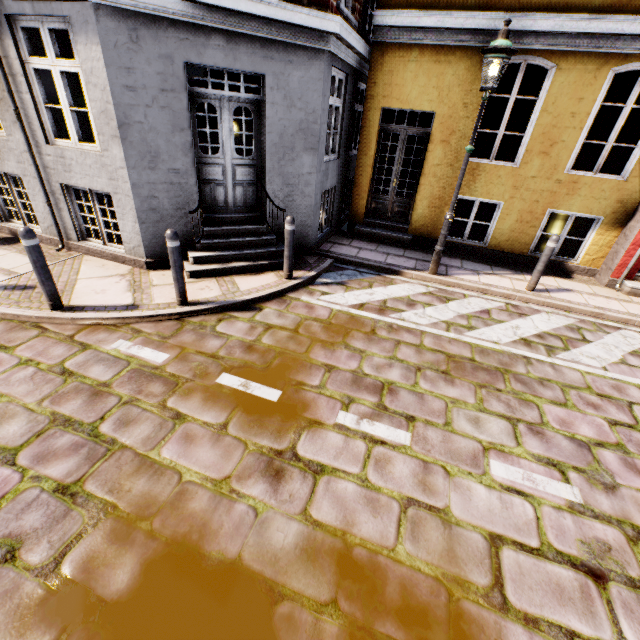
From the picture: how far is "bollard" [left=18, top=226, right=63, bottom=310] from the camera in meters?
3.9

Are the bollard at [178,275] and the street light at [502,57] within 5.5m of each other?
yes

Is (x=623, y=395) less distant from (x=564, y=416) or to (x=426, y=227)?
(x=564, y=416)

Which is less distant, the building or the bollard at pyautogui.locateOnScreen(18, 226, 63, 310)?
the bollard at pyautogui.locateOnScreen(18, 226, 63, 310)

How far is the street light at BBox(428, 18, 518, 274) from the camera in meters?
4.7

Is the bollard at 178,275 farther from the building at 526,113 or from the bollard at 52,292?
the building at 526,113

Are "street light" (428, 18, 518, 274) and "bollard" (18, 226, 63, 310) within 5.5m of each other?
no

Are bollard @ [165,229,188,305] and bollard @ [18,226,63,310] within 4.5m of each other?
yes
